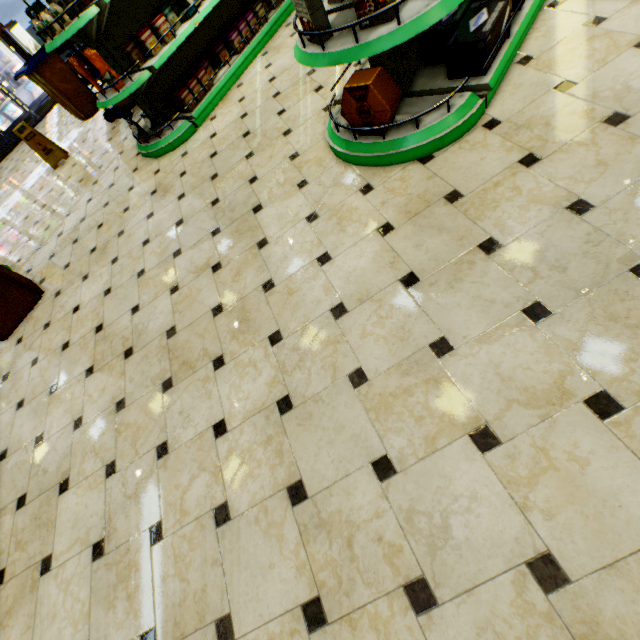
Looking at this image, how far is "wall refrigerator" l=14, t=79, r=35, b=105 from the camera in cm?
912

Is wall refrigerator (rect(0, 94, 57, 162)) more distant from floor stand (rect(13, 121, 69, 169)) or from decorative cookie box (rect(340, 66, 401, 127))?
decorative cookie box (rect(340, 66, 401, 127))

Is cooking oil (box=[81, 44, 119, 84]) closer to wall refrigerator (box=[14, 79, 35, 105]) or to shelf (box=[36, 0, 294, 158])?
shelf (box=[36, 0, 294, 158])

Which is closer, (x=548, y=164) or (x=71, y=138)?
(x=548, y=164)

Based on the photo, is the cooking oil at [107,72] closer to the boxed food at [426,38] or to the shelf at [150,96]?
the shelf at [150,96]

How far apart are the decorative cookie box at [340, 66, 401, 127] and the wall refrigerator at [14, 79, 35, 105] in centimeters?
1197cm

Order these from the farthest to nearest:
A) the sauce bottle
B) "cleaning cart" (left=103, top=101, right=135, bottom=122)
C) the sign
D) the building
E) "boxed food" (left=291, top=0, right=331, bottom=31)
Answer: the sign
"cleaning cart" (left=103, top=101, right=135, bottom=122)
the sauce bottle
"boxed food" (left=291, top=0, right=331, bottom=31)
the building

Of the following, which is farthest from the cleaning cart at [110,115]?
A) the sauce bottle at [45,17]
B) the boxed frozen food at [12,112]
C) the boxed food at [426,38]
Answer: the boxed frozen food at [12,112]
